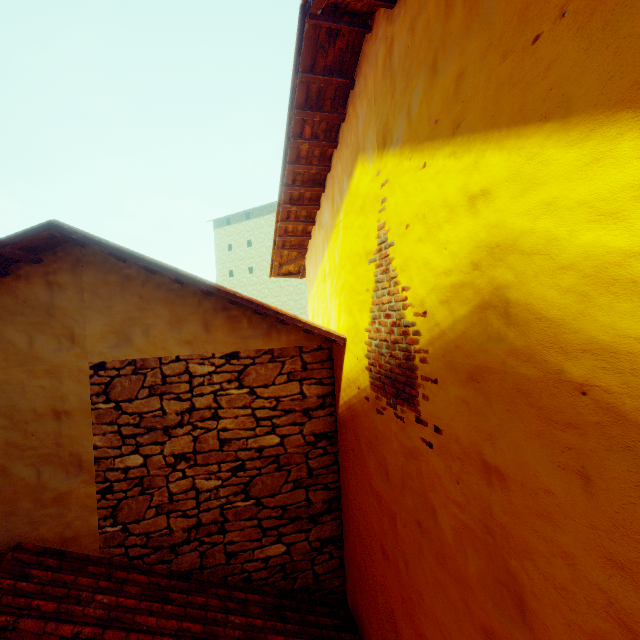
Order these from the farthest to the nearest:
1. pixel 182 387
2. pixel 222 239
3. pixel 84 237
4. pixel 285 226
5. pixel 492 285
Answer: pixel 222 239 → pixel 285 226 → pixel 182 387 → pixel 84 237 → pixel 492 285
